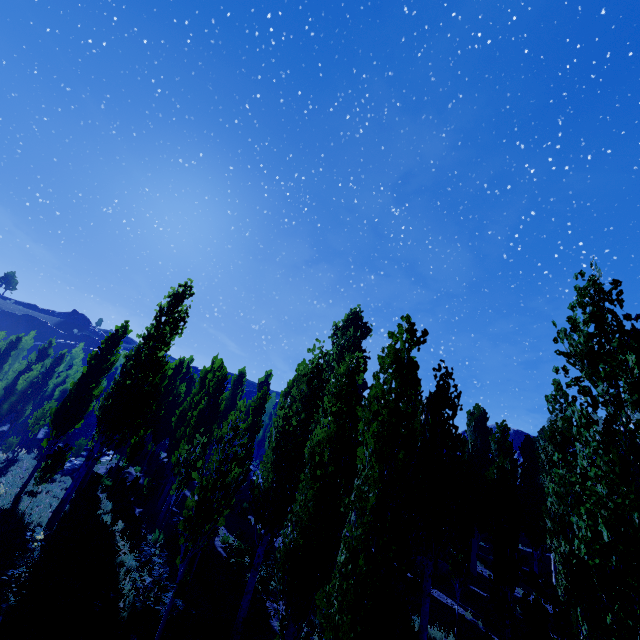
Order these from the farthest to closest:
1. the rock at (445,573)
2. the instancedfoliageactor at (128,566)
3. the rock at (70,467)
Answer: the rock at (70,467) → the rock at (445,573) → the instancedfoliageactor at (128,566)

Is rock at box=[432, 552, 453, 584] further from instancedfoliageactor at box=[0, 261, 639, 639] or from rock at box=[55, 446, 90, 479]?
rock at box=[55, 446, 90, 479]

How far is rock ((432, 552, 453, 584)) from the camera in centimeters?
2031cm

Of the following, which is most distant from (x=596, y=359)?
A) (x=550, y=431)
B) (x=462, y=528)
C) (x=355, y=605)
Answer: (x=462, y=528)

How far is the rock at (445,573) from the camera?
20.3 meters

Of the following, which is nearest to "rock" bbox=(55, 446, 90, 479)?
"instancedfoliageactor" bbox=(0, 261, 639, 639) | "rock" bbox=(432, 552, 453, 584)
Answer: "instancedfoliageactor" bbox=(0, 261, 639, 639)

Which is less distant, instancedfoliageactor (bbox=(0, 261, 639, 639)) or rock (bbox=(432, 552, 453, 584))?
instancedfoliageactor (bbox=(0, 261, 639, 639))
